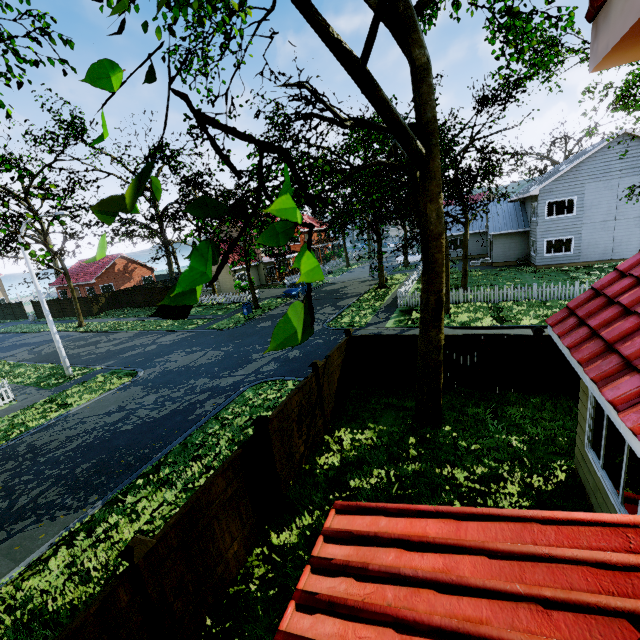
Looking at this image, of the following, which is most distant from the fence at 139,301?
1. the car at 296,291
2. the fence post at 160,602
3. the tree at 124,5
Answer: the car at 296,291

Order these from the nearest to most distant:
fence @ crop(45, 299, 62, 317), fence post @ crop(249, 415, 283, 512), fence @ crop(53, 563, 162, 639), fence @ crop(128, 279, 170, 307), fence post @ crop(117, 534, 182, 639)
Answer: fence @ crop(53, 563, 162, 639)
fence post @ crop(117, 534, 182, 639)
fence post @ crop(249, 415, 283, 512)
fence @ crop(128, 279, 170, 307)
fence @ crop(45, 299, 62, 317)

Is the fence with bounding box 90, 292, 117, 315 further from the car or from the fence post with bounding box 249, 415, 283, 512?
the car

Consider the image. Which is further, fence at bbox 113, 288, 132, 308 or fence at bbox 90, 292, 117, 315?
fence at bbox 113, 288, 132, 308

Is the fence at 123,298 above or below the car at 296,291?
above

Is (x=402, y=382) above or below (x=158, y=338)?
above

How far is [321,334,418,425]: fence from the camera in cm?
995

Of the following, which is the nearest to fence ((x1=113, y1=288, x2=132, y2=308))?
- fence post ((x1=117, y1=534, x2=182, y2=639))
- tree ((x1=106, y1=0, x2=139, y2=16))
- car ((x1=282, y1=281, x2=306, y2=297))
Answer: fence post ((x1=117, y1=534, x2=182, y2=639))
